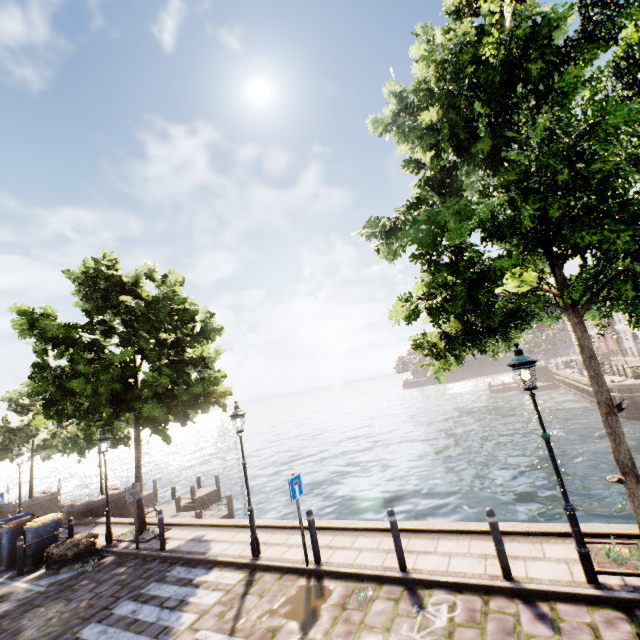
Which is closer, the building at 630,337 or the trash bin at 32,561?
the trash bin at 32,561

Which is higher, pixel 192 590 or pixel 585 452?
pixel 192 590

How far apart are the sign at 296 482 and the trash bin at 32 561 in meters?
10.1

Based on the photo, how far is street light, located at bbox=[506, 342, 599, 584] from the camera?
5.1 meters

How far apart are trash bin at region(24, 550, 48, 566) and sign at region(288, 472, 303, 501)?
10.06m

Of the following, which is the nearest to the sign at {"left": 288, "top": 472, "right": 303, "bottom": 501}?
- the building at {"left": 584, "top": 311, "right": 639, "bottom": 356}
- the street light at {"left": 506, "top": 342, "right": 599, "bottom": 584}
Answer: the street light at {"left": 506, "top": 342, "right": 599, "bottom": 584}

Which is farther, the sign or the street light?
the sign

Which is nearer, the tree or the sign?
the tree
